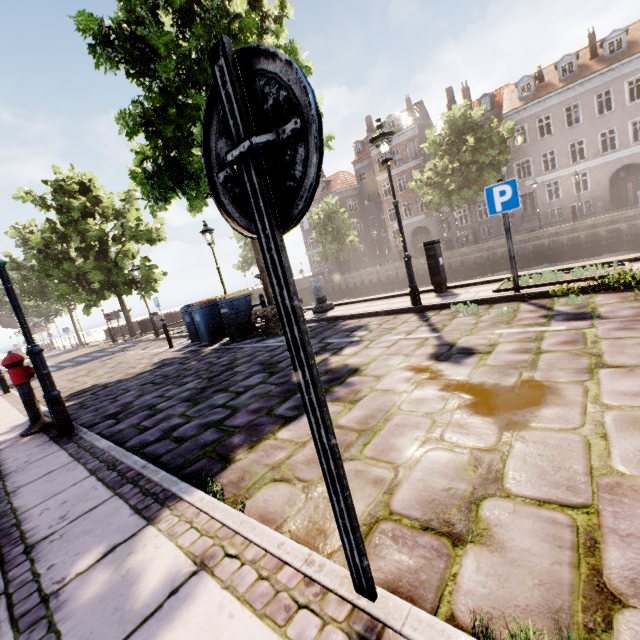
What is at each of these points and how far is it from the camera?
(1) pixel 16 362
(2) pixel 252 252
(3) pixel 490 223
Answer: (1) hydrant, 4.7m
(2) tree, 41.6m
(3) building, 33.3m

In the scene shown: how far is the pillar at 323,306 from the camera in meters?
9.8 m

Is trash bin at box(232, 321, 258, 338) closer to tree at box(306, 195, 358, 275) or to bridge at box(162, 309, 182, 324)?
tree at box(306, 195, 358, 275)

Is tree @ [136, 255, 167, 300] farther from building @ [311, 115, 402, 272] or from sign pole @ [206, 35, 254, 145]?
sign pole @ [206, 35, 254, 145]

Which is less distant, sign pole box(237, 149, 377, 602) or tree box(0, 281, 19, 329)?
sign pole box(237, 149, 377, 602)

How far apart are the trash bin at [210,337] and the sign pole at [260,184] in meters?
9.6

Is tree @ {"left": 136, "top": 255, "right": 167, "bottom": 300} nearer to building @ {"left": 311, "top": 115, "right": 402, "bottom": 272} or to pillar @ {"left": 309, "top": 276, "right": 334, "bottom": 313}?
pillar @ {"left": 309, "top": 276, "right": 334, "bottom": 313}

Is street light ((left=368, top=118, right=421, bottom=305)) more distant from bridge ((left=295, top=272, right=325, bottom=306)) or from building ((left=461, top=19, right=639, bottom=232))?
bridge ((left=295, top=272, right=325, bottom=306))
